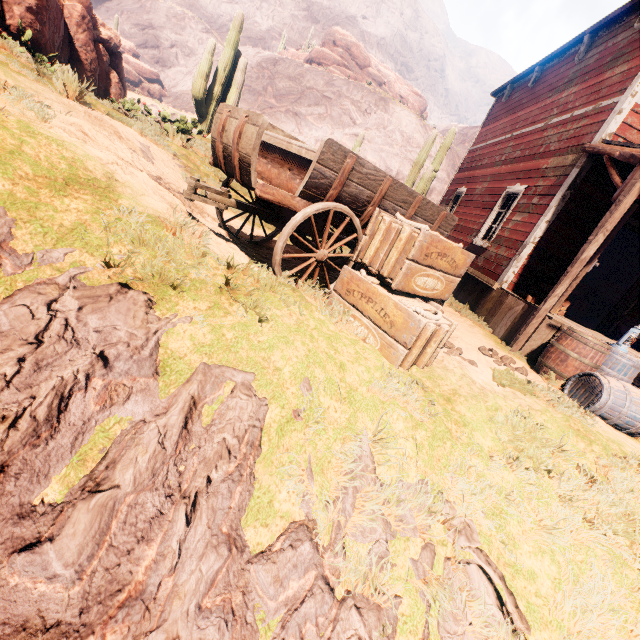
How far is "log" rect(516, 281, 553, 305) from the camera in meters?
6.8 m

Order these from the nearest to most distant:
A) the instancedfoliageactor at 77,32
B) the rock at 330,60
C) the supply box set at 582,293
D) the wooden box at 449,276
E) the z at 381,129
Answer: the wooden box at 449,276, the instancedfoliageactor at 77,32, the supply box set at 582,293, the z at 381,129, the rock at 330,60

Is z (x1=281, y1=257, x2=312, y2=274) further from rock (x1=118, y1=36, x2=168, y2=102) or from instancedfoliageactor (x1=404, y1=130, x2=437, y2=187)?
instancedfoliageactor (x1=404, y1=130, x2=437, y2=187)

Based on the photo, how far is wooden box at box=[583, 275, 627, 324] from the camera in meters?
13.3

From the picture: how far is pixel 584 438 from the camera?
3.3 meters

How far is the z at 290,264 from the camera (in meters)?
4.37

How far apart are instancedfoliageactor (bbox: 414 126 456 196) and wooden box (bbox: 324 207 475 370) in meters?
9.3 m

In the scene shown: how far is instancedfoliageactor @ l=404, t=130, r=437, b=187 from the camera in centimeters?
1239cm
